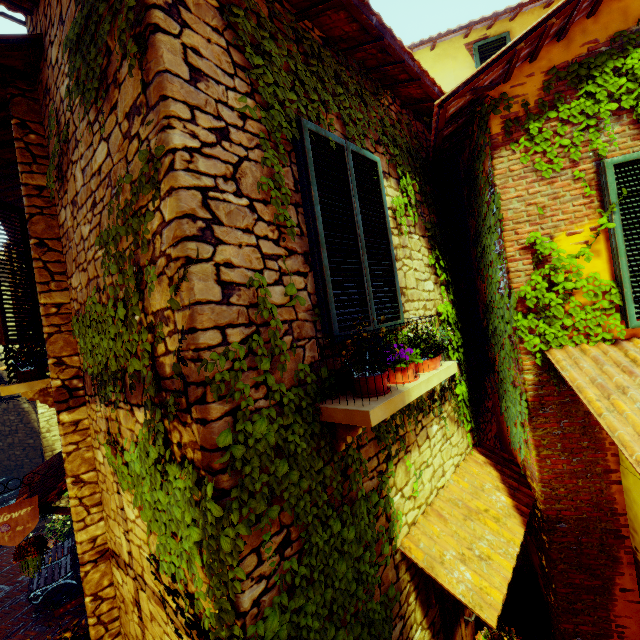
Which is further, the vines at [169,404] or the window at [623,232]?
the window at [623,232]

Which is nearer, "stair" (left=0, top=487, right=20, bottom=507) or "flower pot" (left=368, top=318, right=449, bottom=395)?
"flower pot" (left=368, top=318, right=449, bottom=395)

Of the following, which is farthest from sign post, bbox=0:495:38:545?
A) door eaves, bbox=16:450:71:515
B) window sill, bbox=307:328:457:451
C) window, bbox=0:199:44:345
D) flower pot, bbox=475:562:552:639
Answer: flower pot, bbox=475:562:552:639

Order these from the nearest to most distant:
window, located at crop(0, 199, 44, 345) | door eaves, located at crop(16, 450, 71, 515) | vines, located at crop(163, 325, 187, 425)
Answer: vines, located at crop(163, 325, 187, 425), window, located at crop(0, 199, 44, 345), door eaves, located at crop(16, 450, 71, 515)

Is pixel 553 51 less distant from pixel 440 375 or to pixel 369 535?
pixel 440 375

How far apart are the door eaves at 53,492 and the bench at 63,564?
0.99m

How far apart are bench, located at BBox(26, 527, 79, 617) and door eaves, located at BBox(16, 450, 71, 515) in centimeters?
99cm

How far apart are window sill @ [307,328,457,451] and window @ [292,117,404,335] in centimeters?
42cm
